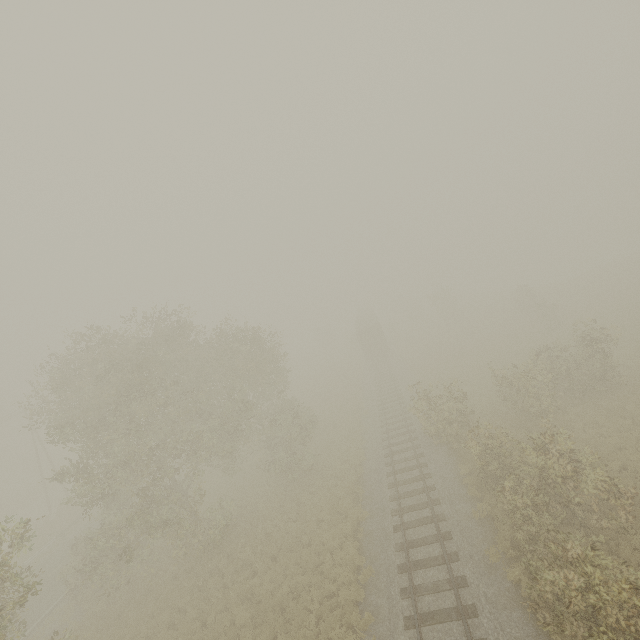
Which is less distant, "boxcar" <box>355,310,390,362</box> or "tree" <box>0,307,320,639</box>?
"tree" <box>0,307,320,639</box>

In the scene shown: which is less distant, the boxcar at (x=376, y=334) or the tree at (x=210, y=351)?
the tree at (x=210, y=351)

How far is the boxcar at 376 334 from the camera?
41.2 meters

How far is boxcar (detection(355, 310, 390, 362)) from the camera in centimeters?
4122cm

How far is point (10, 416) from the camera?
34.62m
